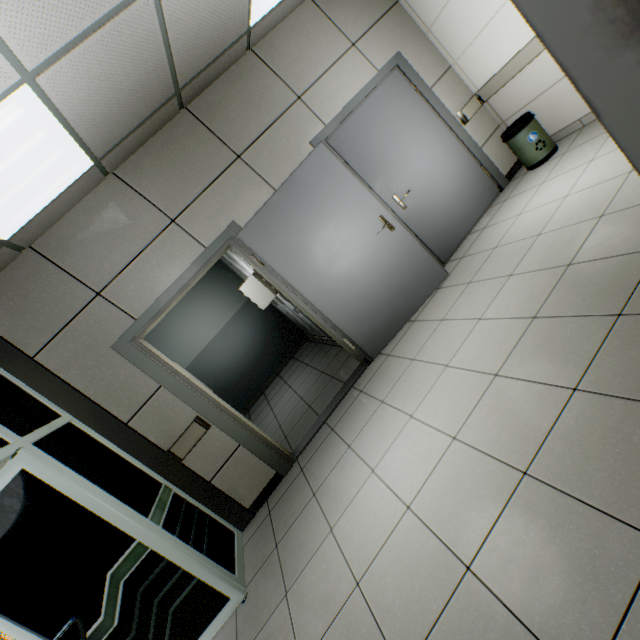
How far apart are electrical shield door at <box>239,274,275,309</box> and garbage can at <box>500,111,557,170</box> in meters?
3.7

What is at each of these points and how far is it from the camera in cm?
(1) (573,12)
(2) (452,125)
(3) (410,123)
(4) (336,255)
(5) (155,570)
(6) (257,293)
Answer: (1) door, 52
(2) doorway, 411
(3) door, 396
(4) door, 347
(5) doorway, 238
(6) electrical shield door, 501

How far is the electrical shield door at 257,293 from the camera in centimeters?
493cm

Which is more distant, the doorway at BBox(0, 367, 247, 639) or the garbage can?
the garbage can

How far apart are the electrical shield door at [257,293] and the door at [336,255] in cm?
130

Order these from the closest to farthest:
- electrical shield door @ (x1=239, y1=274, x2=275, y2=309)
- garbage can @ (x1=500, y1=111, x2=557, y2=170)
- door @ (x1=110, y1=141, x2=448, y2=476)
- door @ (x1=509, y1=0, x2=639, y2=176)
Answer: door @ (x1=509, y1=0, x2=639, y2=176)
door @ (x1=110, y1=141, x2=448, y2=476)
garbage can @ (x1=500, y1=111, x2=557, y2=170)
electrical shield door @ (x1=239, y1=274, x2=275, y2=309)

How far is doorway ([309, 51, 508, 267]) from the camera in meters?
3.7 m

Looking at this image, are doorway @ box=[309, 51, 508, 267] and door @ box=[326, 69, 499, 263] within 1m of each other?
yes
